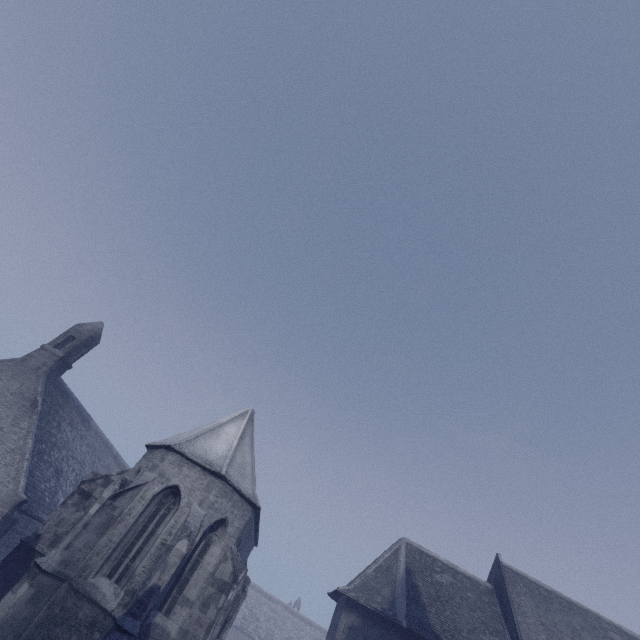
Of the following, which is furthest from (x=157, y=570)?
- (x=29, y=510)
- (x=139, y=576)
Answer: (x=29, y=510)
